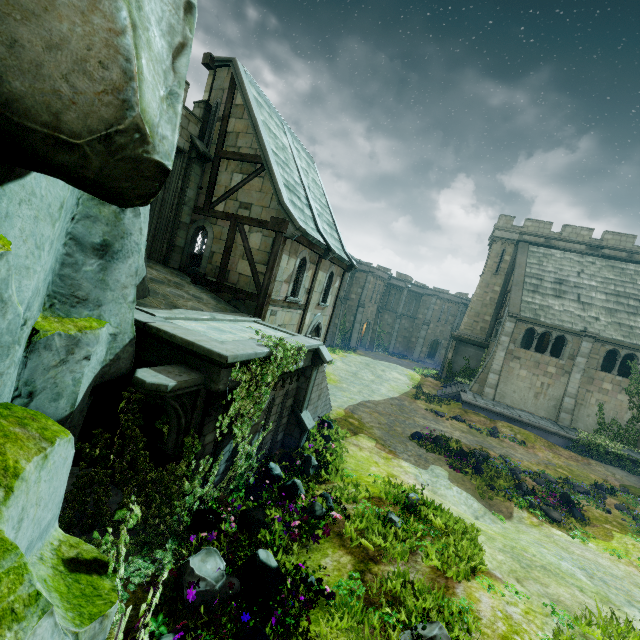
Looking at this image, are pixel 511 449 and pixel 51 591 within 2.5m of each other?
no

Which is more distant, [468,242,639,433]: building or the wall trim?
[468,242,639,433]: building

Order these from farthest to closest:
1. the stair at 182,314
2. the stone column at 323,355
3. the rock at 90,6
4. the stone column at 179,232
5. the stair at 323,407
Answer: the stone column at 179,232 < the stair at 323,407 < the stone column at 323,355 < the stair at 182,314 < the rock at 90,6

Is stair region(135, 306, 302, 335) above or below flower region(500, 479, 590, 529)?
above

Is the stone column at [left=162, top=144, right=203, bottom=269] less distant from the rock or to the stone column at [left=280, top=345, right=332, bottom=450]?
the rock

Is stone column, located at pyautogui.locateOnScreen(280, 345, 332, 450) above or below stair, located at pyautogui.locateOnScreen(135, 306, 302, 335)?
below

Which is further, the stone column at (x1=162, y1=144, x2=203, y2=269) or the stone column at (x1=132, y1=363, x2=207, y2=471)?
the stone column at (x1=162, y1=144, x2=203, y2=269)

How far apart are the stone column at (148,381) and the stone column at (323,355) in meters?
4.6
